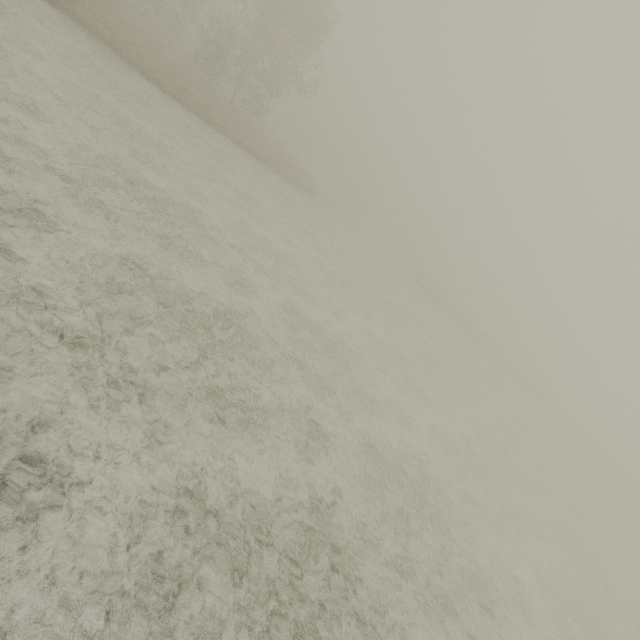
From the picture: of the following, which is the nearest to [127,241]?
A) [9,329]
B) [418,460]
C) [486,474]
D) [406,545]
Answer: [9,329]
